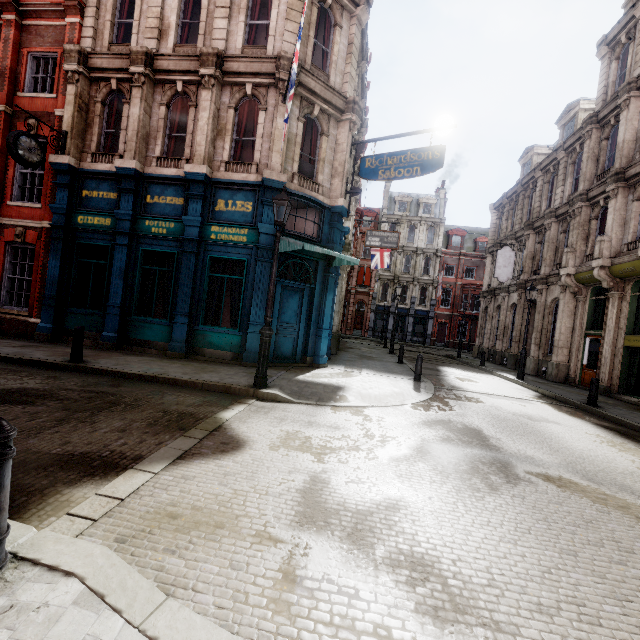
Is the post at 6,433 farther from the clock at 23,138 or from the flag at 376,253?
the flag at 376,253

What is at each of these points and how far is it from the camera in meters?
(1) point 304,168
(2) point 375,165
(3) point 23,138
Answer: (1) sign, 11.6
(2) sign, 11.6
(3) clock, 9.7

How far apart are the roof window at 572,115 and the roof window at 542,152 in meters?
2.5

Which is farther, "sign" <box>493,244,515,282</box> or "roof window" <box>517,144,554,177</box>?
"roof window" <box>517,144,554,177</box>

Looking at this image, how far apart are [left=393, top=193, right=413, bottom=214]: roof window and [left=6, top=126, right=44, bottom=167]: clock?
38.88m

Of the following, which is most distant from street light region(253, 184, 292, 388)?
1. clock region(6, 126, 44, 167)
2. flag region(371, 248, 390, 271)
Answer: flag region(371, 248, 390, 271)

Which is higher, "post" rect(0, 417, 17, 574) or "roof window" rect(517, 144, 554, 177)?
"roof window" rect(517, 144, 554, 177)

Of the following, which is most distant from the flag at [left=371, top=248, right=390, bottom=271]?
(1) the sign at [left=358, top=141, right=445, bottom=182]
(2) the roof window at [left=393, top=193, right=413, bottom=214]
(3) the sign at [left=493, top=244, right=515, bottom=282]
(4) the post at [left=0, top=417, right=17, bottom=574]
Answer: (4) the post at [left=0, top=417, right=17, bottom=574]
